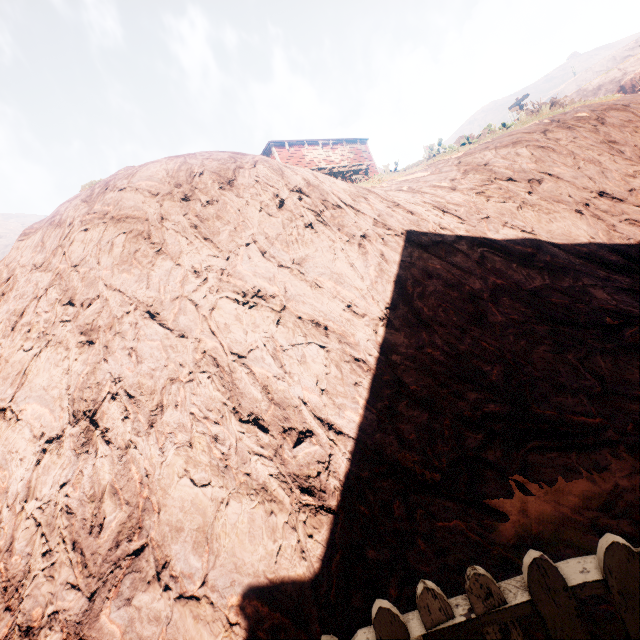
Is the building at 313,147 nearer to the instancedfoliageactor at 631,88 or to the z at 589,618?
the z at 589,618

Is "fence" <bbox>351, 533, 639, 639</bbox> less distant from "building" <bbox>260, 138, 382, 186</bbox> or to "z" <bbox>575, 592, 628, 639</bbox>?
"z" <bbox>575, 592, 628, 639</bbox>

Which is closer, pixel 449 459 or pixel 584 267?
pixel 449 459

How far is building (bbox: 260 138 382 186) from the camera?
22.4 meters

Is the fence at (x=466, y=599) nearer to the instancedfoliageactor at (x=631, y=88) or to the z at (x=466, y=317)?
the z at (x=466, y=317)

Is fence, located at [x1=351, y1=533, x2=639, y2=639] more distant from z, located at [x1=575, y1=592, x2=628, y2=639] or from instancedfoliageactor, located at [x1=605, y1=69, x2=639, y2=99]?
instancedfoliageactor, located at [x1=605, y1=69, x2=639, y2=99]

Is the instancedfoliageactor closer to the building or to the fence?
the building

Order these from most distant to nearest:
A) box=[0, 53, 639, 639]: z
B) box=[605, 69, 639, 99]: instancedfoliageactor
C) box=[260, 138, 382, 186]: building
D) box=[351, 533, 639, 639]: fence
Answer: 1. box=[260, 138, 382, 186]: building
2. box=[605, 69, 639, 99]: instancedfoliageactor
3. box=[0, 53, 639, 639]: z
4. box=[351, 533, 639, 639]: fence
